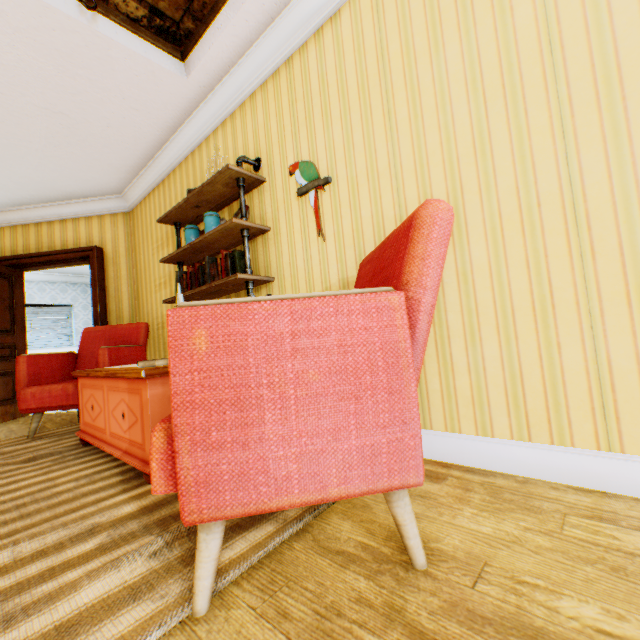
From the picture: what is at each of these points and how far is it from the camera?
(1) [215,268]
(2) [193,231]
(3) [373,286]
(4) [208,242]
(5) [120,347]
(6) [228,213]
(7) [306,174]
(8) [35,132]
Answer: (1) book, 2.81m
(2) jar, 3.11m
(3) chair, 1.41m
(4) shelf, 2.86m
(5) chair, 3.48m
(6) building, 3.14m
(7) artbird, 2.41m
(8) building, 3.39m

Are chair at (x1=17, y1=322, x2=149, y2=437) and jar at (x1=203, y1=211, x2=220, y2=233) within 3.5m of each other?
yes

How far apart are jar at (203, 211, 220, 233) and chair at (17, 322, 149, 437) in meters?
1.6

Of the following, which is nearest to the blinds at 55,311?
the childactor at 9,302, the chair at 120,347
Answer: the childactor at 9,302

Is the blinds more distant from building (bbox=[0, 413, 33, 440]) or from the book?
the book

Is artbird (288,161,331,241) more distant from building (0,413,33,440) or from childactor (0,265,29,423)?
childactor (0,265,29,423)

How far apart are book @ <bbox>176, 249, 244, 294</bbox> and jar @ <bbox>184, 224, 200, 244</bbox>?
0.2m

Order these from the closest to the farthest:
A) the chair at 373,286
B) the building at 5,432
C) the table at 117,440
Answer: the chair at 373,286 → the table at 117,440 → the building at 5,432
